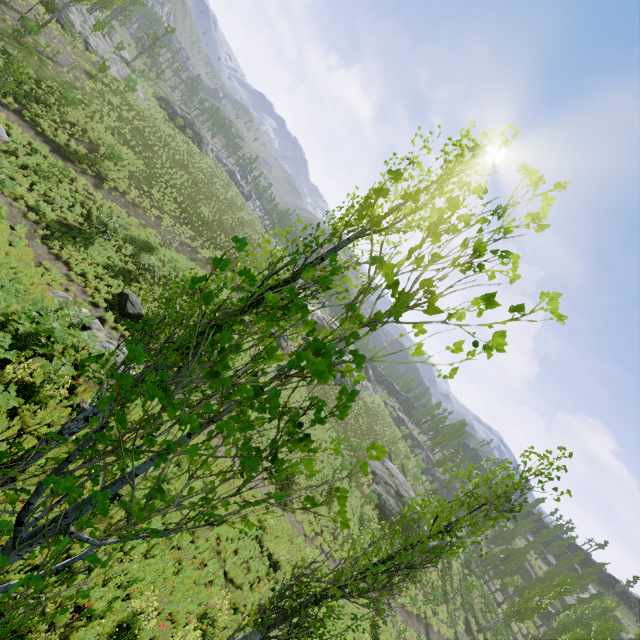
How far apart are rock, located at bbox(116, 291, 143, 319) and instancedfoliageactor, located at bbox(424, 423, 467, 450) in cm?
5109

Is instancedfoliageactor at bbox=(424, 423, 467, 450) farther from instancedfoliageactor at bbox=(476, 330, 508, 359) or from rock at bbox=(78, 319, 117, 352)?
rock at bbox=(78, 319, 117, 352)

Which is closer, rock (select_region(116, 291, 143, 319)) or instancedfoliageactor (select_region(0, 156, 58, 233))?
instancedfoliageactor (select_region(0, 156, 58, 233))

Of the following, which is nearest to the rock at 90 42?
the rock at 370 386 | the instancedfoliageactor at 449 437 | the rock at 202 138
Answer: the rock at 202 138

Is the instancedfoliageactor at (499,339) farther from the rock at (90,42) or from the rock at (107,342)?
the rock at (107,342)

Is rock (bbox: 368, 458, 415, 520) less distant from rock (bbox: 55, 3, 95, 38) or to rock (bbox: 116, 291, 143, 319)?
rock (bbox: 116, 291, 143, 319)

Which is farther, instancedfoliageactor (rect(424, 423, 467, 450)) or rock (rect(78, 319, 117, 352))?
instancedfoliageactor (rect(424, 423, 467, 450))

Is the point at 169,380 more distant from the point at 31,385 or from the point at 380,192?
the point at 31,385
